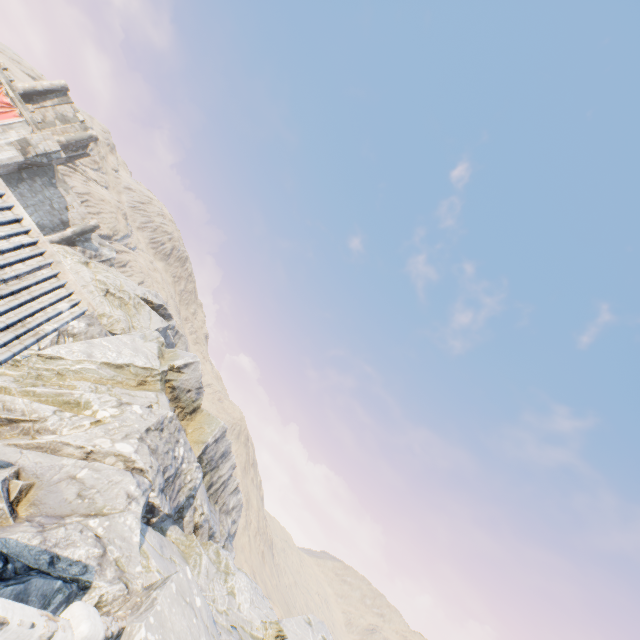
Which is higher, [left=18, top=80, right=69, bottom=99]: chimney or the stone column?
[left=18, top=80, right=69, bottom=99]: chimney

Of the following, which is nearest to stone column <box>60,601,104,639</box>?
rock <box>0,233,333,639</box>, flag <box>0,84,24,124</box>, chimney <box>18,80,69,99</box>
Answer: rock <box>0,233,333,639</box>

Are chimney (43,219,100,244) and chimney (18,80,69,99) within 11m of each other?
no

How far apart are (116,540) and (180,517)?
12.1m

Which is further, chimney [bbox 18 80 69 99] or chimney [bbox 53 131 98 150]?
chimney [bbox 53 131 98 150]

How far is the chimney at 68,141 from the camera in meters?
32.7

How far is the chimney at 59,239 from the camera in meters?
31.0 m

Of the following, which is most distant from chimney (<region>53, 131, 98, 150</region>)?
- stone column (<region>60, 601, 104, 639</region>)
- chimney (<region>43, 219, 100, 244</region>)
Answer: stone column (<region>60, 601, 104, 639</region>)
